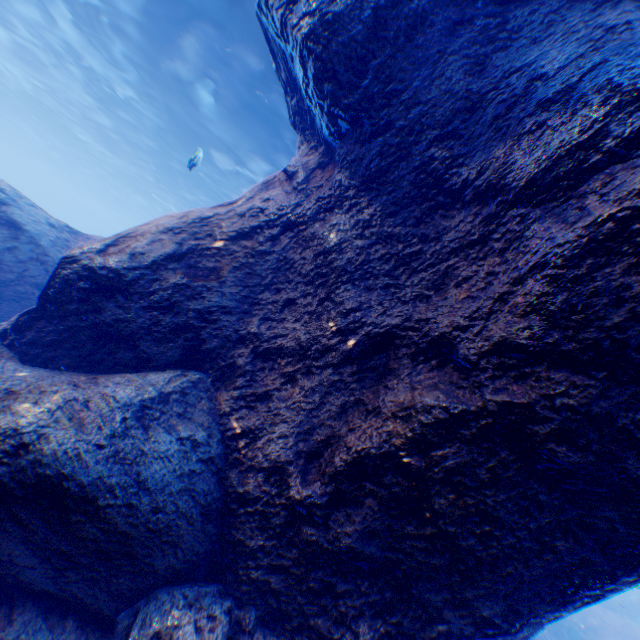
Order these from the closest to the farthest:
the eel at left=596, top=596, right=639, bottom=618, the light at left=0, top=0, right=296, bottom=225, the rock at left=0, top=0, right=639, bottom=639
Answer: A: the rock at left=0, top=0, right=639, bottom=639, the light at left=0, top=0, right=296, bottom=225, the eel at left=596, top=596, right=639, bottom=618

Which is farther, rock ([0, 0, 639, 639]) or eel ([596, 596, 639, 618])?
eel ([596, 596, 639, 618])

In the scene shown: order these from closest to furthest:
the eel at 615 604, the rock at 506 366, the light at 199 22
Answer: the rock at 506 366, the light at 199 22, the eel at 615 604

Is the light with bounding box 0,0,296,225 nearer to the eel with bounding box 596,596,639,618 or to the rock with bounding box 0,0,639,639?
the rock with bounding box 0,0,639,639

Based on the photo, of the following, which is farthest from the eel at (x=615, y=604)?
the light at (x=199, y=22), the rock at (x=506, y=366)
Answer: the light at (x=199, y=22)

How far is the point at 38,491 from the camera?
2.5m

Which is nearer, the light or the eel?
the light

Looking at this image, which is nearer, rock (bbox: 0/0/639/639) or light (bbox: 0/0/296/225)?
rock (bbox: 0/0/639/639)
